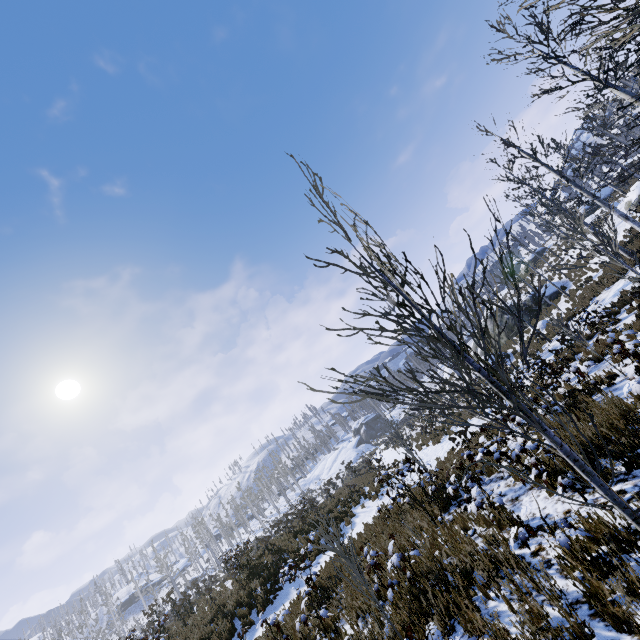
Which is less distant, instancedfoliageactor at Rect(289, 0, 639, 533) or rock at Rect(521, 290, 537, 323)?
instancedfoliageactor at Rect(289, 0, 639, 533)

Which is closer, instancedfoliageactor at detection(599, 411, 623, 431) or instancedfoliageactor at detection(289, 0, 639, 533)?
instancedfoliageactor at detection(289, 0, 639, 533)

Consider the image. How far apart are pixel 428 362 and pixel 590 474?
1.22m

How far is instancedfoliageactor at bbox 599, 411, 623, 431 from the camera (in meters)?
5.59

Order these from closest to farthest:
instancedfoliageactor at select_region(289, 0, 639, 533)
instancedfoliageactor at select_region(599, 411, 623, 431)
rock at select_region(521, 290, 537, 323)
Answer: instancedfoliageactor at select_region(289, 0, 639, 533) < instancedfoliageactor at select_region(599, 411, 623, 431) < rock at select_region(521, 290, 537, 323)

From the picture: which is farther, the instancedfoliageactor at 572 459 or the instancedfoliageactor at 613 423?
the instancedfoliageactor at 613 423

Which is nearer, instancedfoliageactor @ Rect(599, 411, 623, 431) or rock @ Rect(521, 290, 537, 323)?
instancedfoliageactor @ Rect(599, 411, 623, 431)

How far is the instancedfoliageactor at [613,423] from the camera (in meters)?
5.59
